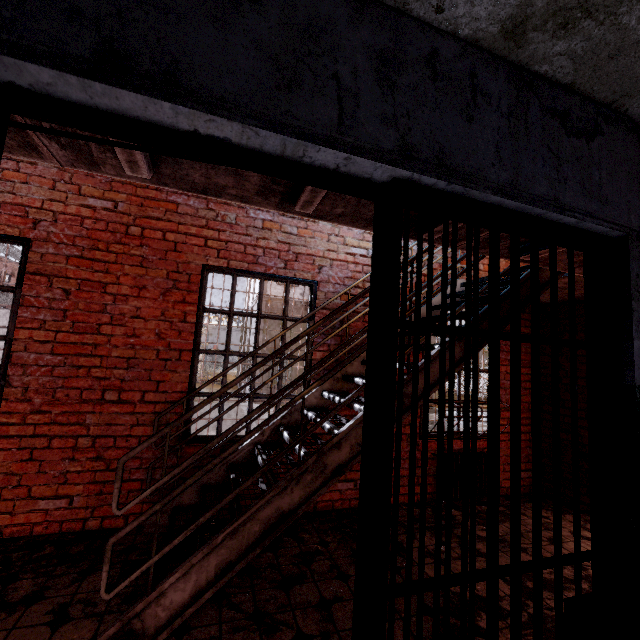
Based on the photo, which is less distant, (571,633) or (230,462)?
(571,633)

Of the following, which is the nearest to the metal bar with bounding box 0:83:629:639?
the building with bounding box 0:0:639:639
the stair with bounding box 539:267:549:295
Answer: the building with bounding box 0:0:639:639

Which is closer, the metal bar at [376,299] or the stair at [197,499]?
the metal bar at [376,299]

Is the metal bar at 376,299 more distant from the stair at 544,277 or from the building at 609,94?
the stair at 544,277

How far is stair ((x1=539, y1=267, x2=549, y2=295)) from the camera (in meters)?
3.28

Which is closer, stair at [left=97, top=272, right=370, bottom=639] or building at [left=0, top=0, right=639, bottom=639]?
building at [left=0, top=0, right=639, bottom=639]

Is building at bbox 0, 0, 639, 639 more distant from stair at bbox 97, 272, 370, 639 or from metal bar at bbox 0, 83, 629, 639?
stair at bbox 97, 272, 370, 639
